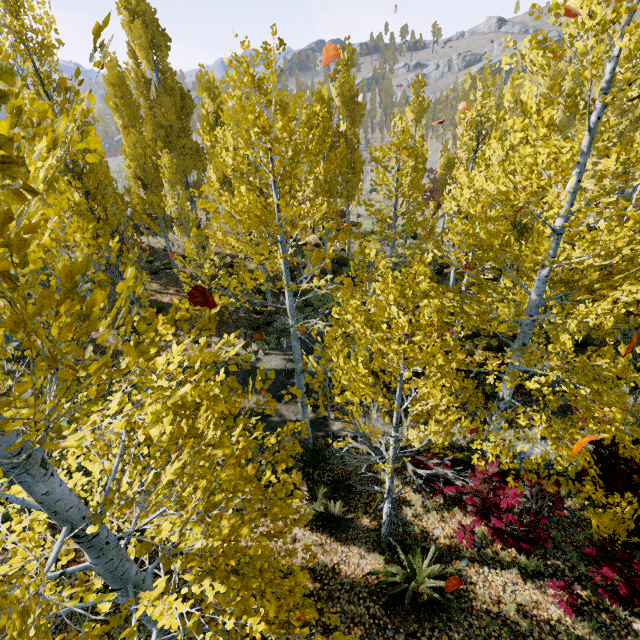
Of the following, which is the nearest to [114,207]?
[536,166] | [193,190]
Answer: [193,190]

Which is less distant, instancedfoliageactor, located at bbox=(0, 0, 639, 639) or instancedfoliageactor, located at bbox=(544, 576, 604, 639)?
instancedfoliageactor, located at bbox=(0, 0, 639, 639)

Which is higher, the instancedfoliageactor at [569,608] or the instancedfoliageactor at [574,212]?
the instancedfoliageactor at [574,212]

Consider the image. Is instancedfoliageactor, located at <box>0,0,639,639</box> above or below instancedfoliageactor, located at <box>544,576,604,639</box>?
above

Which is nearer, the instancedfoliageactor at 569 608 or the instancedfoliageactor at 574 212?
the instancedfoliageactor at 574 212
